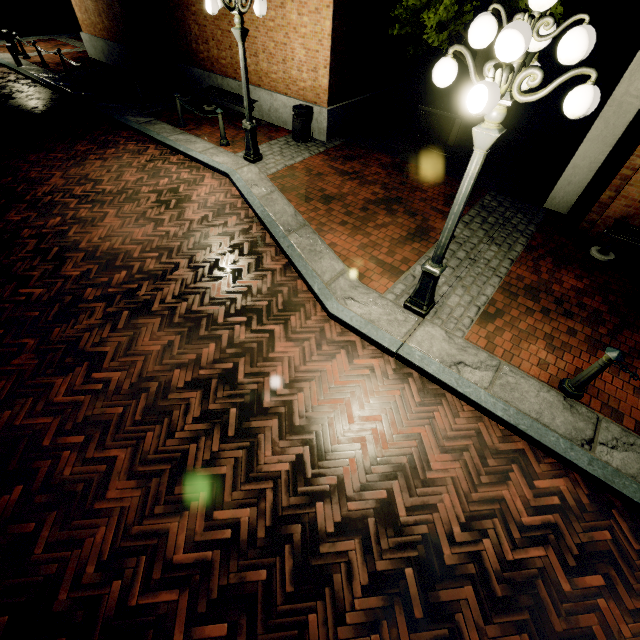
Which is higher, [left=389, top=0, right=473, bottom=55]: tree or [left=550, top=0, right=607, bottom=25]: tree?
[left=550, top=0, right=607, bottom=25]: tree

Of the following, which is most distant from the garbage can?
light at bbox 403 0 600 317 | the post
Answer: the post

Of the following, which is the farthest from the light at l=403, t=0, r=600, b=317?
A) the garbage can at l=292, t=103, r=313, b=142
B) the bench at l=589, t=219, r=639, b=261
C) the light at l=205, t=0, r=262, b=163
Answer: the garbage can at l=292, t=103, r=313, b=142

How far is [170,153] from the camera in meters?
8.9 m

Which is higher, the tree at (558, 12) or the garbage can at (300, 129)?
the tree at (558, 12)

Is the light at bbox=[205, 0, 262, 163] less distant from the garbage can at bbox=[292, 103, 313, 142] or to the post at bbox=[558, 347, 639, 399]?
the garbage can at bbox=[292, 103, 313, 142]

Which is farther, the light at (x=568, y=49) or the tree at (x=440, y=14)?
the tree at (x=440, y=14)

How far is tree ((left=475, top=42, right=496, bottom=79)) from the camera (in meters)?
8.16
